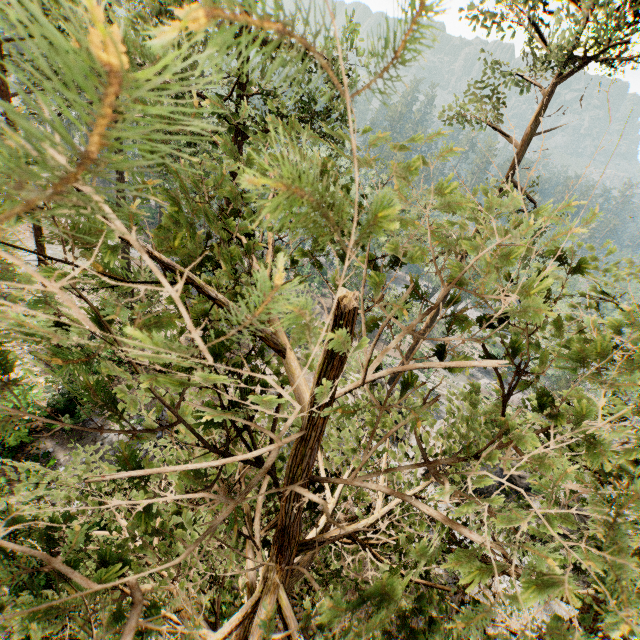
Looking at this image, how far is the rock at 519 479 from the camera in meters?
22.7 m

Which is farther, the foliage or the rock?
the rock

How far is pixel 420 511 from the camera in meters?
2.4 m

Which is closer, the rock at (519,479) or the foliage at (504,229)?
the foliage at (504,229)

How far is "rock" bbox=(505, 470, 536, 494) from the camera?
22.7m

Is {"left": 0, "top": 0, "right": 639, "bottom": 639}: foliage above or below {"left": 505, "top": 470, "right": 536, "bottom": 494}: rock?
above
